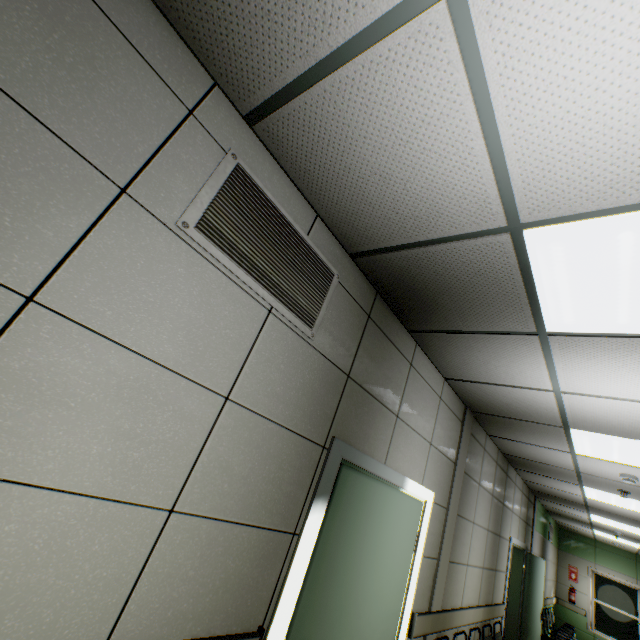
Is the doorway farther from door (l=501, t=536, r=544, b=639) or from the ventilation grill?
door (l=501, t=536, r=544, b=639)

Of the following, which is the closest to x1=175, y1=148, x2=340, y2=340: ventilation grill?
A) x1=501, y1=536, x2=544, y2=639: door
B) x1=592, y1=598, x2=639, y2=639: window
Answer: x1=501, y1=536, x2=544, y2=639: door

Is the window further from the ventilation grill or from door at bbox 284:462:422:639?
the ventilation grill

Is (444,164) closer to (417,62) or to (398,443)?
(417,62)

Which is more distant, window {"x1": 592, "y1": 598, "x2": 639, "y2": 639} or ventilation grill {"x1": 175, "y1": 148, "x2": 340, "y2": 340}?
window {"x1": 592, "y1": 598, "x2": 639, "y2": 639}

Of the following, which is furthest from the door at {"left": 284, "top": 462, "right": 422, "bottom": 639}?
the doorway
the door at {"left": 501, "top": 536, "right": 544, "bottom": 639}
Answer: the door at {"left": 501, "top": 536, "right": 544, "bottom": 639}

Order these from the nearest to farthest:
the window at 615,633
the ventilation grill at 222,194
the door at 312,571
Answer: the ventilation grill at 222,194
the door at 312,571
the window at 615,633

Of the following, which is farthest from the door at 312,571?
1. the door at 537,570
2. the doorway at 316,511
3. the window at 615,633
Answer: the window at 615,633
